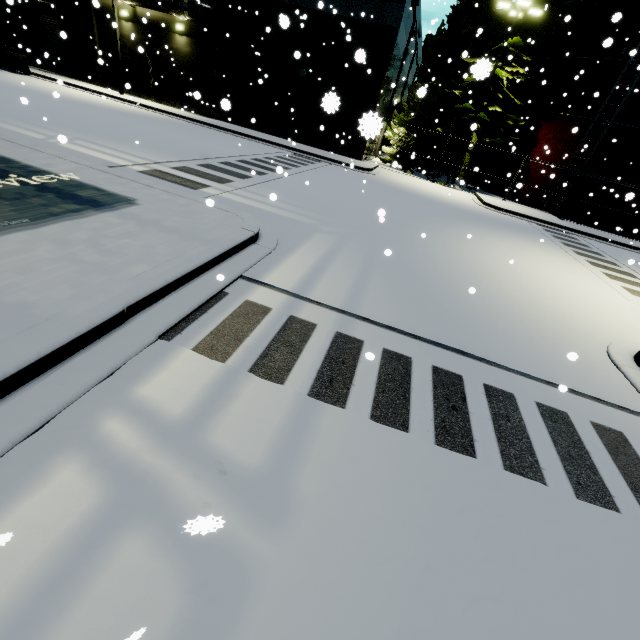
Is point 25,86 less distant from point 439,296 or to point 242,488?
point 439,296

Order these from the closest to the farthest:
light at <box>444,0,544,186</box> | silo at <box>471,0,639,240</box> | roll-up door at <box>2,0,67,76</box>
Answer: light at <box>444,0,544,186</box> < silo at <box>471,0,639,240</box> < roll-up door at <box>2,0,67,76</box>

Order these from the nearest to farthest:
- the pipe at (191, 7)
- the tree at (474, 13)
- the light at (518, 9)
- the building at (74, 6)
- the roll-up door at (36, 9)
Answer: the light at (518, 9), the pipe at (191, 7), the tree at (474, 13), the building at (74, 6), the roll-up door at (36, 9)

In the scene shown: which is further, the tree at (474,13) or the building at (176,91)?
the tree at (474,13)

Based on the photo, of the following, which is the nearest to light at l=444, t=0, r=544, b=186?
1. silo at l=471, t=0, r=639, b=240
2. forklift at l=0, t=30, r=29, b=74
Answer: silo at l=471, t=0, r=639, b=240

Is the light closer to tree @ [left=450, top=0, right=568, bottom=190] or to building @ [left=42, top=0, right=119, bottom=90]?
tree @ [left=450, top=0, right=568, bottom=190]

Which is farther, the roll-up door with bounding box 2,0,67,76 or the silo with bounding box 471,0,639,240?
the roll-up door with bounding box 2,0,67,76

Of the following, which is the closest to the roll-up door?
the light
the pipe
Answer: the pipe
